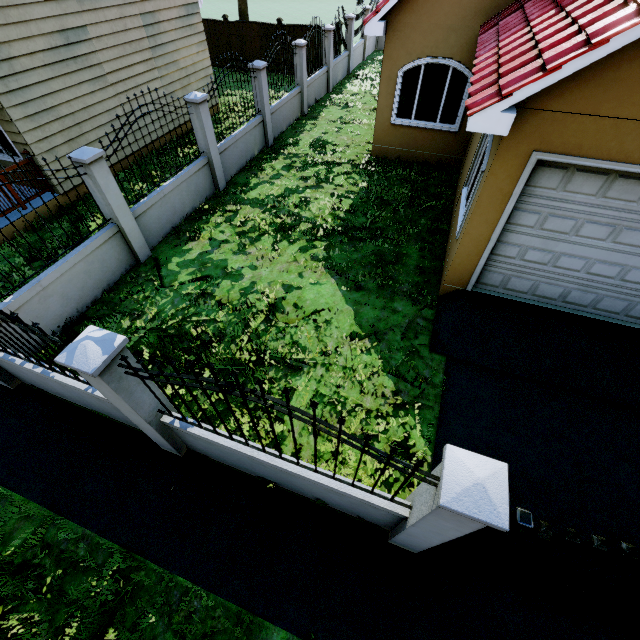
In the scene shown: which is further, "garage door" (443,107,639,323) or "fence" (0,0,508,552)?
"garage door" (443,107,639,323)

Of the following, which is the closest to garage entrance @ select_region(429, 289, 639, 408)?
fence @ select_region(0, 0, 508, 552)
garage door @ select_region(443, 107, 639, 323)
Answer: garage door @ select_region(443, 107, 639, 323)

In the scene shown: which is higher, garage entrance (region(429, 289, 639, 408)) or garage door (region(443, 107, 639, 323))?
garage door (region(443, 107, 639, 323))

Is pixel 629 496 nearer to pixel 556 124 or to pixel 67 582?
pixel 556 124

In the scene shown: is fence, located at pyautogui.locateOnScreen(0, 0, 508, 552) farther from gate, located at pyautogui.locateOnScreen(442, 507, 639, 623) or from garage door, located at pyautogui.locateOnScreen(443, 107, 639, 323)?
garage door, located at pyautogui.locateOnScreen(443, 107, 639, 323)

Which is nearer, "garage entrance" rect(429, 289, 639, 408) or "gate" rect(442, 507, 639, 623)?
"gate" rect(442, 507, 639, 623)

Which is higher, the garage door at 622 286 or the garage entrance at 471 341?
the garage door at 622 286

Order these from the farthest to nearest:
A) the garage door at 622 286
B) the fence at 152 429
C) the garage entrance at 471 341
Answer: the garage entrance at 471 341 → the garage door at 622 286 → the fence at 152 429
